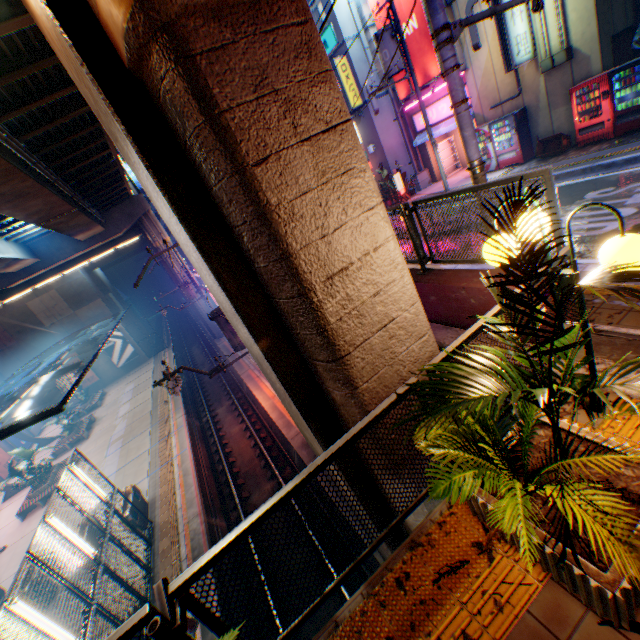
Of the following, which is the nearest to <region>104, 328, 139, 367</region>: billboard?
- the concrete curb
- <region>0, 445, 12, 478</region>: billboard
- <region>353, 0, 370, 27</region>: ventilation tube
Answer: the concrete curb

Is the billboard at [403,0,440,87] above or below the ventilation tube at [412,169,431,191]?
above

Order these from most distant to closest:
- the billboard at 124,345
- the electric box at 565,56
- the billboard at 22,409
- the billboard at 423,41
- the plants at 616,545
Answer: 1. the billboard at 124,345
2. the billboard at 22,409
3. the billboard at 423,41
4. the electric box at 565,56
5. the plants at 616,545

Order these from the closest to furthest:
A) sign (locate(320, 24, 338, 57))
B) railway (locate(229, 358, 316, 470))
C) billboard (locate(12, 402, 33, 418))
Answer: railway (locate(229, 358, 316, 470)), sign (locate(320, 24, 338, 57)), billboard (locate(12, 402, 33, 418))

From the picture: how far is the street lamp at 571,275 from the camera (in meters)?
2.52

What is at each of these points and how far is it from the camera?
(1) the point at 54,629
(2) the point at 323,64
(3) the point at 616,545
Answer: (1) street lamp, 7.2 meters
(2) overpass support, 2.8 meters
(3) plants, 1.7 meters

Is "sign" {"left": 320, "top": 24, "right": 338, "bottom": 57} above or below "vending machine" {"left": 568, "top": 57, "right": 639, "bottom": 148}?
above

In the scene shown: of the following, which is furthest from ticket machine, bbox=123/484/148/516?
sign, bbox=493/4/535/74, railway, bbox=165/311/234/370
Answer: sign, bbox=493/4/535/74
